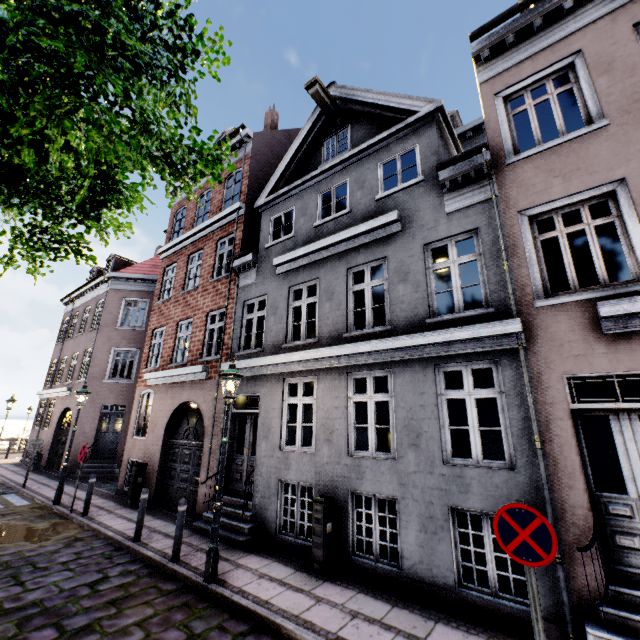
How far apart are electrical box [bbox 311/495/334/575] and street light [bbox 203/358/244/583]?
1.8 meters

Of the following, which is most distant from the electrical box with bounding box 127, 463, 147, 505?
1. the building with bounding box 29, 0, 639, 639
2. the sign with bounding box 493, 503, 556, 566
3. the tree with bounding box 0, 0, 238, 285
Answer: the sign with bounding box 493, 503, 556, 566

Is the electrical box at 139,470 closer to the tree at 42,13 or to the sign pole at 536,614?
the tree at 42,13

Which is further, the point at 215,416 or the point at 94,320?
the point at 94,320

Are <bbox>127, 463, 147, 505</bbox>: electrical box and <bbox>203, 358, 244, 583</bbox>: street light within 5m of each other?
no

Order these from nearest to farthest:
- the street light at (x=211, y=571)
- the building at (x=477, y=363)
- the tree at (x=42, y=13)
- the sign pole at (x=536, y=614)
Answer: the tree at (x=42, y=13) < the sign pole at (x=536, y=614) < the building at (x=477, y=363) < the street light at (x=211, y=571)

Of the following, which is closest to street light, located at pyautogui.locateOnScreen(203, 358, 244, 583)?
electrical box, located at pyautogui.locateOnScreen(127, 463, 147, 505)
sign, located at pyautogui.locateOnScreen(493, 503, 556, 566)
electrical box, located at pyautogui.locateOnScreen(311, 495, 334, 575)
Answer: electrical box, located at pyautogui.locateOnScreen(311, 495, 334, 575)

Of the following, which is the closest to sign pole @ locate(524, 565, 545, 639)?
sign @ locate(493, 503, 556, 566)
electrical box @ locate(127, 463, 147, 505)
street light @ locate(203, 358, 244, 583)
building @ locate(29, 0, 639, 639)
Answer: sign @ locate(493, 503, 556, 566)
